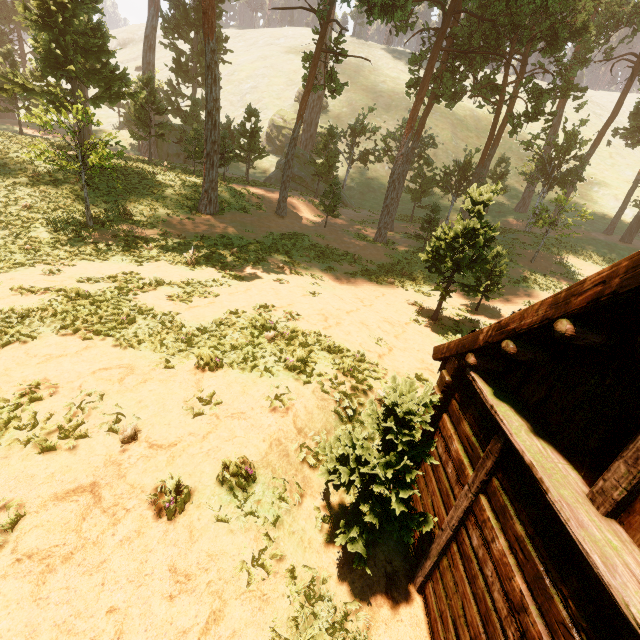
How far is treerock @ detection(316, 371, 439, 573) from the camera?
4.5m

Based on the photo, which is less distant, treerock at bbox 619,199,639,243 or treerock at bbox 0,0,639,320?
treerock at bbox 0,0,639,320

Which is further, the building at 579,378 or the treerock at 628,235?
the treerock at 628,235

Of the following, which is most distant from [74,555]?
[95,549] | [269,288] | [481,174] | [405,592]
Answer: [481,174]

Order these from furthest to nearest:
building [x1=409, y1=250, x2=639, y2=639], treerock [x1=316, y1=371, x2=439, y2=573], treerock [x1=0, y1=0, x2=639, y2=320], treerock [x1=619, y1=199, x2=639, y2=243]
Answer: treerock [x1=619, y1=199, x2=639, y2=243]
treerock [x1=0, y1=0, x2=639, y2=320]
treerock [x1=316, y1=371, x2=439, y2=573]
building [x1=409, y1=250, x2=639, y2=639]

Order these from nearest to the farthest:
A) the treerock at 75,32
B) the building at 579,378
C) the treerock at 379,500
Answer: the building at 579,378 → the treerock at 379,500 → the treerock at 75,32

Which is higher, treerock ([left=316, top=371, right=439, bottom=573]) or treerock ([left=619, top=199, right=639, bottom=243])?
treerock ([left=619, top=199, right=639, bottom=243])
